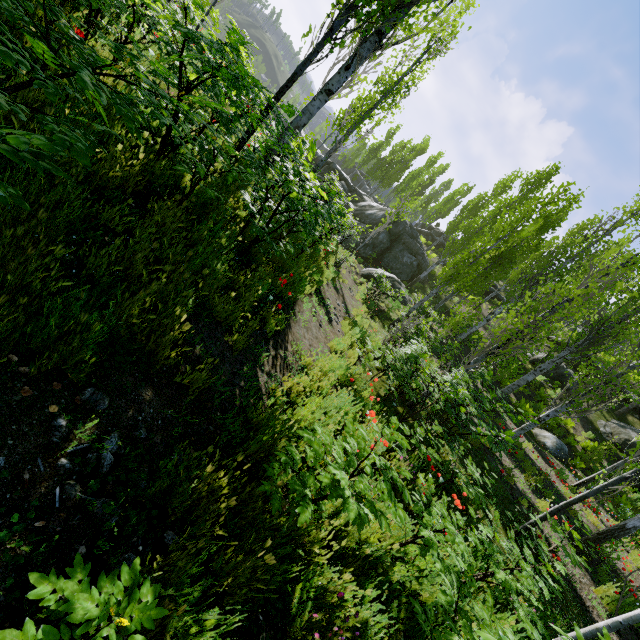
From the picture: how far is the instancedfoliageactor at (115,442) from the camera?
1.9 meters

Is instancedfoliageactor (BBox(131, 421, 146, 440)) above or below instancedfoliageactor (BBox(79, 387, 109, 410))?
below

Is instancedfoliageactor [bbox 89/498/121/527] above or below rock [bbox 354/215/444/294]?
below

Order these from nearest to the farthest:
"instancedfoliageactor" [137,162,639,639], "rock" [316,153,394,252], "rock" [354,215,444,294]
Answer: "instancedfoliageactor" [137,162,639,639] → "rock" [354,215,444,294] → "rock" [316,153,394,252]

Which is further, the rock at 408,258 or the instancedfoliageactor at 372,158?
the instancedfoliageactor at 372,158

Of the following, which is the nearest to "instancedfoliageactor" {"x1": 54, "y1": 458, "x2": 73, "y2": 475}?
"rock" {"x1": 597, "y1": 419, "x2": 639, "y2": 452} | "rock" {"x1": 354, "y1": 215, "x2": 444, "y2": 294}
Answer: "rock" {"x1": 597, "y1": 419, "x2": 639, "y2": 452}

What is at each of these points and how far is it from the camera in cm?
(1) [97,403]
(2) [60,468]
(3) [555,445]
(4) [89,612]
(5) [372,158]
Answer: (1) instancedfoliageactor, 203
(2) instancedfoliageactor, 175
(3) rock, 1373
(4) instancedfoliageactor, 123
(5) instancedfoliageactor, 4559
